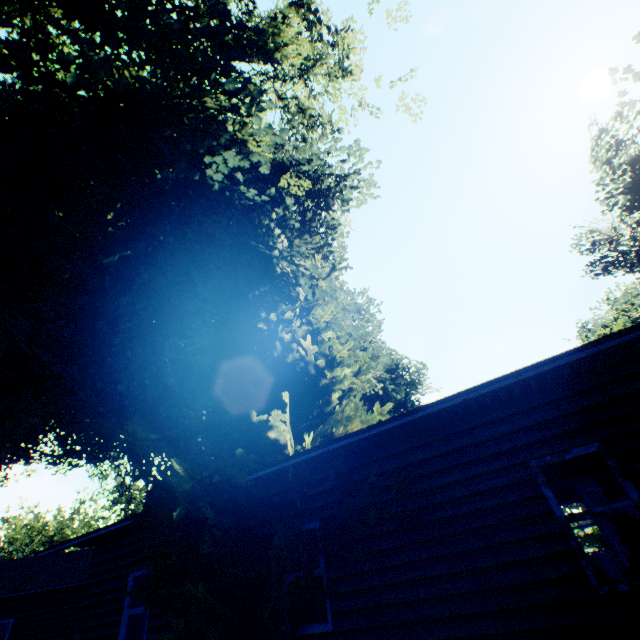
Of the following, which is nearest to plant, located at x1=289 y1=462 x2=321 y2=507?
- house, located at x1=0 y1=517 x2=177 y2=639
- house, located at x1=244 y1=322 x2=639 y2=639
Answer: house, located at x1=244 y1=322 x2=639 y2=639

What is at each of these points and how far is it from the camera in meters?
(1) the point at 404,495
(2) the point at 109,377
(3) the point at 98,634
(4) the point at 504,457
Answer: (1) plant, 5.6 m
(2) plant, 7.9 m
(3) house, 8.1 m
(4) house, 5.2 m

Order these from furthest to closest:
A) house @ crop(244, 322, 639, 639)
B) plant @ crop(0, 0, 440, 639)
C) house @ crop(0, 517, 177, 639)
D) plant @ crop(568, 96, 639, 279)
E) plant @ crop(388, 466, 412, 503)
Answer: plant @ crop(568, 96, 639, 279), house @ crop(0, 517, 177, 639), plant @ crop(0, 0, 440, 639), plant @ crop(388, 466, 412, 503), house @ crop(244, 322, 639, 639)

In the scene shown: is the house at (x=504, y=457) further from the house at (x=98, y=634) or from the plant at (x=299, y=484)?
the house at (x=98, y=634)

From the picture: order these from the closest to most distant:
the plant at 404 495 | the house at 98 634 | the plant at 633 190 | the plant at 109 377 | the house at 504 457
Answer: the house at 504 457 < the plant at 404 495 < the plant at 109 377 < the house at 98 634 < the plant at 633 190

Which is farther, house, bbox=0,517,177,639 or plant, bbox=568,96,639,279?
plant, bbox=568,96,639,279
